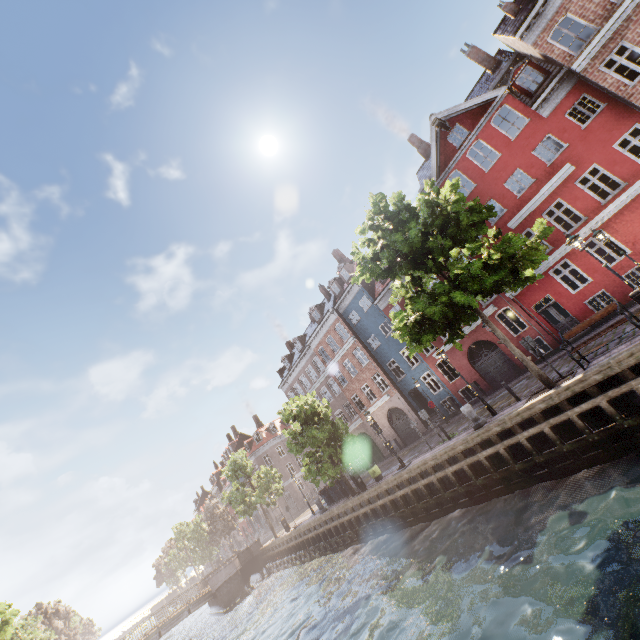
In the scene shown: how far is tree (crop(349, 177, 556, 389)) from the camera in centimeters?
1080cm

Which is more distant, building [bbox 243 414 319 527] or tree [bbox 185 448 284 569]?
building [bbox 243 414 319 527]

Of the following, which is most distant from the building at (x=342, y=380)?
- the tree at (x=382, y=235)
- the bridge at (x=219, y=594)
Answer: the bridge at (x=219, y=594)

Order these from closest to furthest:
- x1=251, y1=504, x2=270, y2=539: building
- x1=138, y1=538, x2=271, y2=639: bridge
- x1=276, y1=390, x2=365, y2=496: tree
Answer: x1=276, y1=390, x2=365, y2=496: tree → x1=138, y1=538, x2=271, y2=639: bridge → x1=251, y1=504, x2=270, y2=539: building

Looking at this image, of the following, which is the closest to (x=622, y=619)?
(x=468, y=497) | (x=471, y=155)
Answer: (x=468, y=497)

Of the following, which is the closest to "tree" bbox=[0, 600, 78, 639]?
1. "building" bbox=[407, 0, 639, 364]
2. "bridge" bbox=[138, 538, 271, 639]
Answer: "bridge" bbox=[138, 538, 271, 639]
